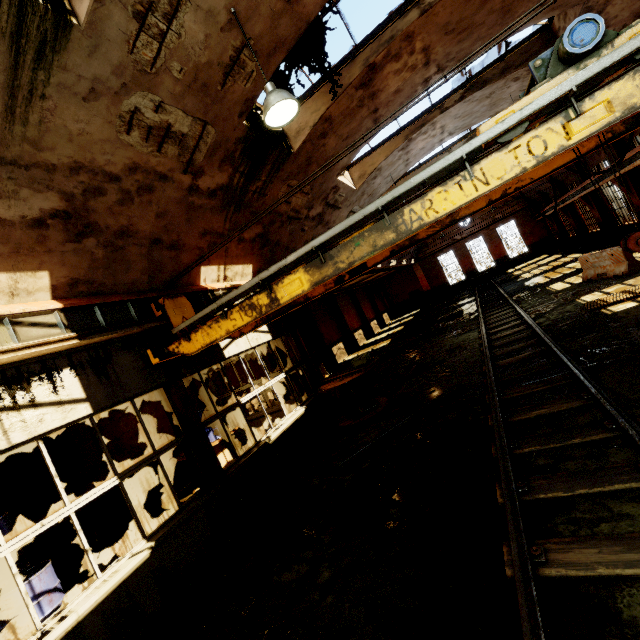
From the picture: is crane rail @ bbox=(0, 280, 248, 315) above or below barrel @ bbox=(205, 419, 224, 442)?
above

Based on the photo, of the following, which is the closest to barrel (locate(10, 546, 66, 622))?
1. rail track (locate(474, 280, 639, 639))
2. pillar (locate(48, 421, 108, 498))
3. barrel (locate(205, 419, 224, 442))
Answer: pillar (locate(48, 421, 108, 498))

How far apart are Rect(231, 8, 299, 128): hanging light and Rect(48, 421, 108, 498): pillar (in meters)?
8.83

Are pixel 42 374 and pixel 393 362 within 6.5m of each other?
no

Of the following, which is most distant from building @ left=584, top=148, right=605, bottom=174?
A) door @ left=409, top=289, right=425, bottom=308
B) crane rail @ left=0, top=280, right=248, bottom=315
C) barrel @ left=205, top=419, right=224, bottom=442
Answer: barrel @ left=205, top=419, right=224, bottom=442

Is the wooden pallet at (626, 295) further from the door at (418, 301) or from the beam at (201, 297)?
the door at (418, 301)

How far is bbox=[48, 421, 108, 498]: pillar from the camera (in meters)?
8.25

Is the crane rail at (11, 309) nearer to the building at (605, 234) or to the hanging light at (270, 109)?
the building at (605, 234)
